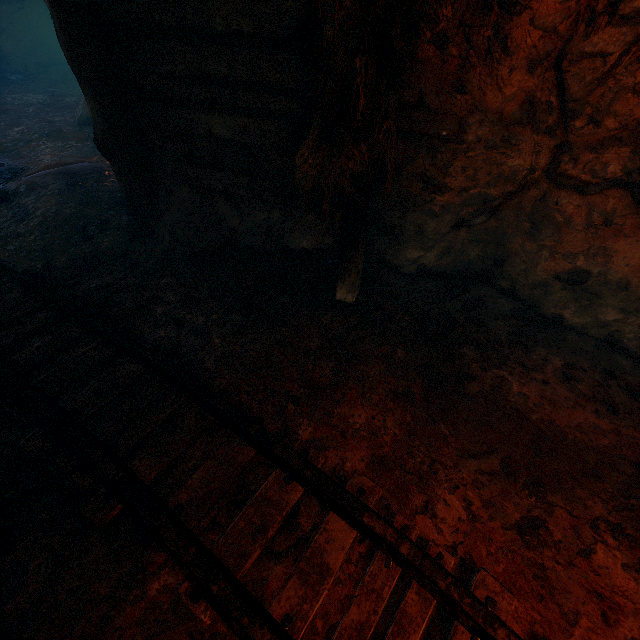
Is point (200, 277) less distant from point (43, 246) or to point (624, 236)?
point (43, 246)

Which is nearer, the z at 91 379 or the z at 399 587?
the z at 399 587

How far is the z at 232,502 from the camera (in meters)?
1.90

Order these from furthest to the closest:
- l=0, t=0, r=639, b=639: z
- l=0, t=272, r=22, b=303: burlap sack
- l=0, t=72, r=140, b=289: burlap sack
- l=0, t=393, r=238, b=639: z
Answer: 1. l=0, t=72, r=140, b=289: burlap sack
2. l=0, t=272, r=22, b=303: burlap sack
3. l=0, t=0, r=639, b=639: z
4. l=0, t=393, r=238, b=639: z

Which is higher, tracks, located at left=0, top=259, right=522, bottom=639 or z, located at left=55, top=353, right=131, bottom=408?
tracks, located at left=0, top=259, right=522, bottom=639

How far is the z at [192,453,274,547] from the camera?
1.90m

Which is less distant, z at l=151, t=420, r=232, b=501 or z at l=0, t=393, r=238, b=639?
z at l=0, t=393, r=238, b=639
